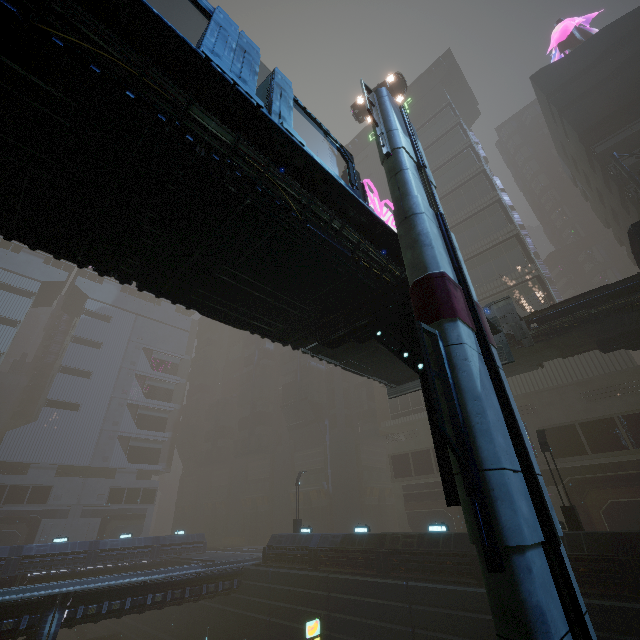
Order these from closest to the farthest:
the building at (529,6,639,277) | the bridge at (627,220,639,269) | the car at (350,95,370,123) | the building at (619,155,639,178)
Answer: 1. the bridge at (627,220,639,269)
2. the car at (350,95,370,123)
3. the building at (619,155,639,178)
4. the building at (529,6,639,277)

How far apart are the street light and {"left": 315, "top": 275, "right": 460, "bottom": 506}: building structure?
15.3 meters

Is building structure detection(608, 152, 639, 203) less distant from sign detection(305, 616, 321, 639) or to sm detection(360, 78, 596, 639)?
sm detection(360, 78, 596, 639)

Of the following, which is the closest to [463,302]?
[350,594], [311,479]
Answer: [350,594]

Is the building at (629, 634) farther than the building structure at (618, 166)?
No

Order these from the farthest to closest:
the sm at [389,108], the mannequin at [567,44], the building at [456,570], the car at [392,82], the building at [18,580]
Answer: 1. the mannequin at [567,44]
2. the building at [18,580]
3. the car at [392,82]
4. the building at [456,570]
5. the sm at [389,108]

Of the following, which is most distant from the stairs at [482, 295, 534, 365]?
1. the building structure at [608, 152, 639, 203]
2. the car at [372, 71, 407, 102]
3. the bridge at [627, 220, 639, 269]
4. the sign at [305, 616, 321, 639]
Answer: the car at [372, 71, 407, 102]

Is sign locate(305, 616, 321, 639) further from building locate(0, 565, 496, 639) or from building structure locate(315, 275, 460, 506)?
building structure locate(315, 275, 460, 506)
